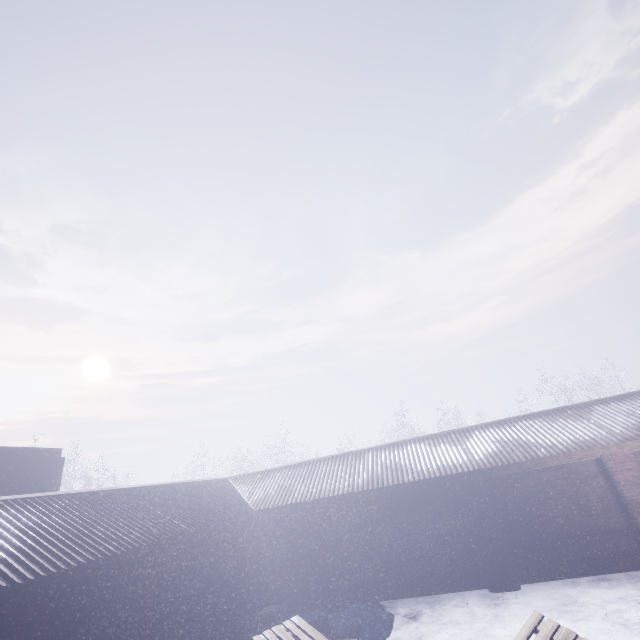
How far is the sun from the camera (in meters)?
58.25

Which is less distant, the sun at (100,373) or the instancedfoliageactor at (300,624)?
the instancedfoliageactor at (300,624)

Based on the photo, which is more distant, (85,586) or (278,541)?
(278,541)

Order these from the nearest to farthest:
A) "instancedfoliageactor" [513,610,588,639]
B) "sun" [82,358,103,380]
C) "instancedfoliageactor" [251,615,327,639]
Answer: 1. "instancedfoliageactor" [513,610,588,639]
2. "instancedfoliageactor" [251,615,327,639]
3. "sun" [82,358,103,380]

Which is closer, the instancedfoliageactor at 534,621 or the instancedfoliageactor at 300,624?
the instancedfoliageactor at 534,621

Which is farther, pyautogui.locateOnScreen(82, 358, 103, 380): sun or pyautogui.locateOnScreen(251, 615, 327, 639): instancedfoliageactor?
pyautogui.locateOnScreen(82, 358, 103, 380): sun

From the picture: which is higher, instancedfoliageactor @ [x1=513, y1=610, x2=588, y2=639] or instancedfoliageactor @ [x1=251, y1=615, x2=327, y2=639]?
instancedfoliageactor @ [x1=513, y1=610, x2=588, y2=639]
